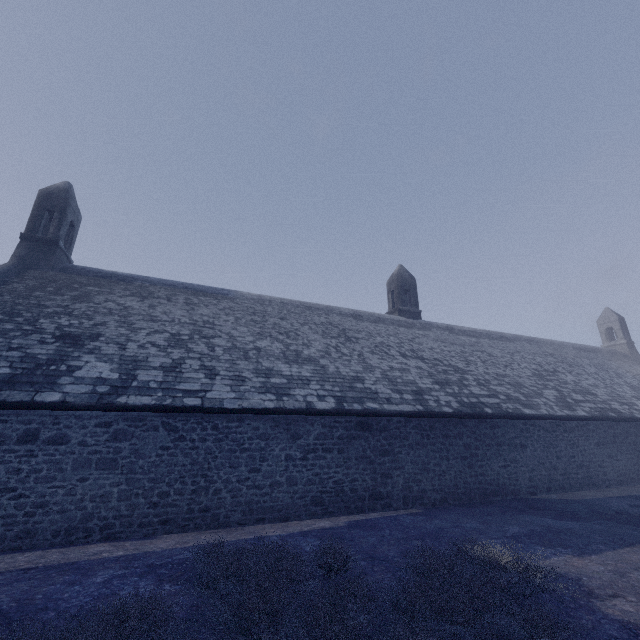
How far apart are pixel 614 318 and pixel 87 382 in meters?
38.7 m
